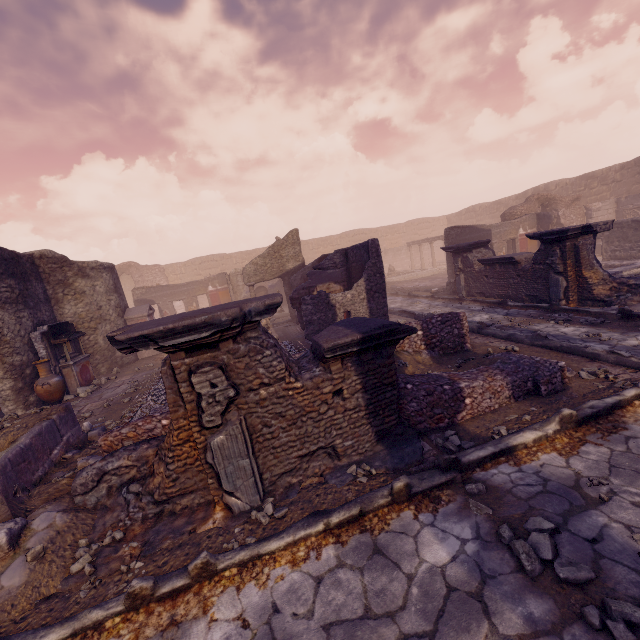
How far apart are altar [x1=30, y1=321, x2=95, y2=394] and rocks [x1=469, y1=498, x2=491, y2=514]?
11.15m

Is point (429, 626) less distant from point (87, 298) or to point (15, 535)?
point (15, 535)

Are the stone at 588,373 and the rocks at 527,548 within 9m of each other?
yes

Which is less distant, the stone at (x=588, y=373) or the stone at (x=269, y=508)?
the stone at (x=269, y=508)

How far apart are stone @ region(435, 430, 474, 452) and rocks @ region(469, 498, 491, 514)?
0.6m

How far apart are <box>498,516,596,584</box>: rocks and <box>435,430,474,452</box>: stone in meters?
1.1

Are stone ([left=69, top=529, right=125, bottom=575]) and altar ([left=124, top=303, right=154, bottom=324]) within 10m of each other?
no

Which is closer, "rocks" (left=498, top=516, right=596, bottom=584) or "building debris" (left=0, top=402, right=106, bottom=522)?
"rocks" (left=498, top=516, right=596, bottom=584)
